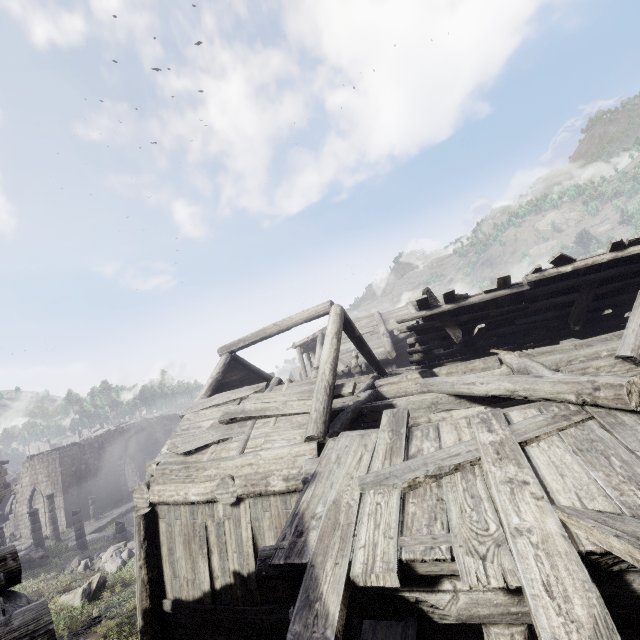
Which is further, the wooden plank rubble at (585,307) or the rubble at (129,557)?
the rubble at (129,557)

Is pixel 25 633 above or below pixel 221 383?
below

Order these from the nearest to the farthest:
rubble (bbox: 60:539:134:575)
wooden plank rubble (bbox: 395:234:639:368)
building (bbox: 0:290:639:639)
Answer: building (bbox: 0:290:639:639) < wooden plank rubble (bbox: 395:234:639:368) < rubble (bbox: 60:539:134:575)

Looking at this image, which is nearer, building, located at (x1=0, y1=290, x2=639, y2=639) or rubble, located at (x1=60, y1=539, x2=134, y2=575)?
building, located at (x1=0, y1=290, x2=639, y2=639)

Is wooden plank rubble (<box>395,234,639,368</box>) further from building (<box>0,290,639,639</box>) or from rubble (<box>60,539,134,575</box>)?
rubble (<box>60,539,134,575</box>)

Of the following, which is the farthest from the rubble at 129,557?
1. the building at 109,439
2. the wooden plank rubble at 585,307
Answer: the wooden plank rubble at 585,307

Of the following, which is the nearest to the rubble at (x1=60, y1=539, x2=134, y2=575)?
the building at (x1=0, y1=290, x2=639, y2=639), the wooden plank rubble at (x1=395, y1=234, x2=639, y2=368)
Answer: the building at (x1=0, y1=290, x2=639, y2=639)

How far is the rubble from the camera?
15.0 meters
